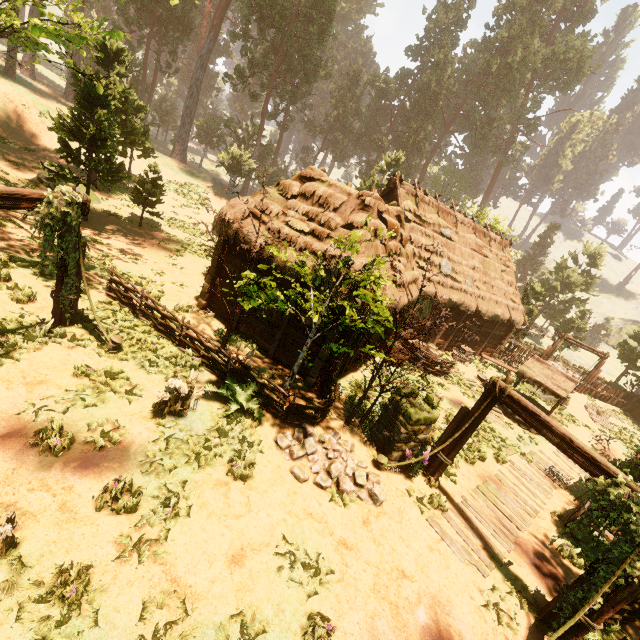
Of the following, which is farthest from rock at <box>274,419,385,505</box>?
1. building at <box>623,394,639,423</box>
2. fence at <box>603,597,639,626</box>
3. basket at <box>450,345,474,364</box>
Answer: building at <box>623,394,639,423</box>

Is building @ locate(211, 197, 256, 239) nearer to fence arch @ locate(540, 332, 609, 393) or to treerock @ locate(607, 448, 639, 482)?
treerock @ locate(607, 448, 639, 482)

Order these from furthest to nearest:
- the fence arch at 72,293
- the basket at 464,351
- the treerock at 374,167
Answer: the treerock at 374,167
the basket at 464,351
the fence arch at 72,293

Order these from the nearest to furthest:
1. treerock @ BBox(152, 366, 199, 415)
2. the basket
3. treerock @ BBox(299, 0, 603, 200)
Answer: treerock @ BBox(152, 366, 199, 415) → the basket → treerock @ BBox(299, 0, 603, 200)

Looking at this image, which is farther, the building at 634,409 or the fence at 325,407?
the building at 634,409

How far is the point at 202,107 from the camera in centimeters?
Answer: 5981cm

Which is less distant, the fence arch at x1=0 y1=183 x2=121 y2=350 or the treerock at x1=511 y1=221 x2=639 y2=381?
the fence arch at x1=0 y1=183 x2=121 y2=350

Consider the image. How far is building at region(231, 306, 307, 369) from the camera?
11.1 meters
